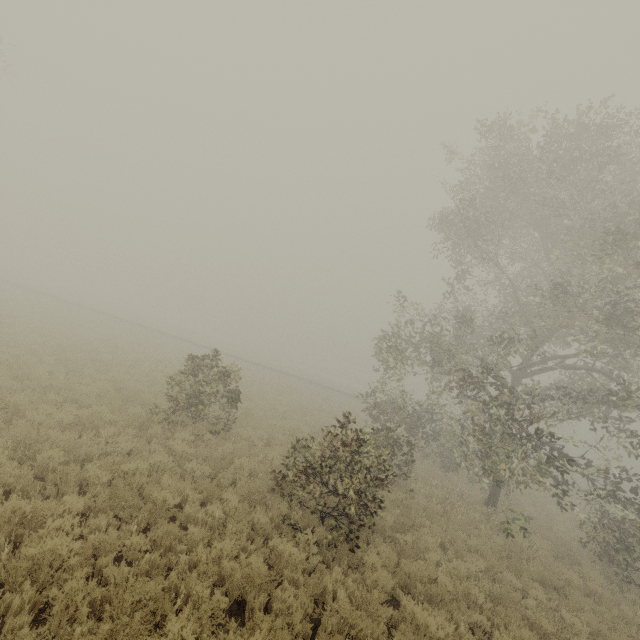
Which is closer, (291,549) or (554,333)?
(291,549)
